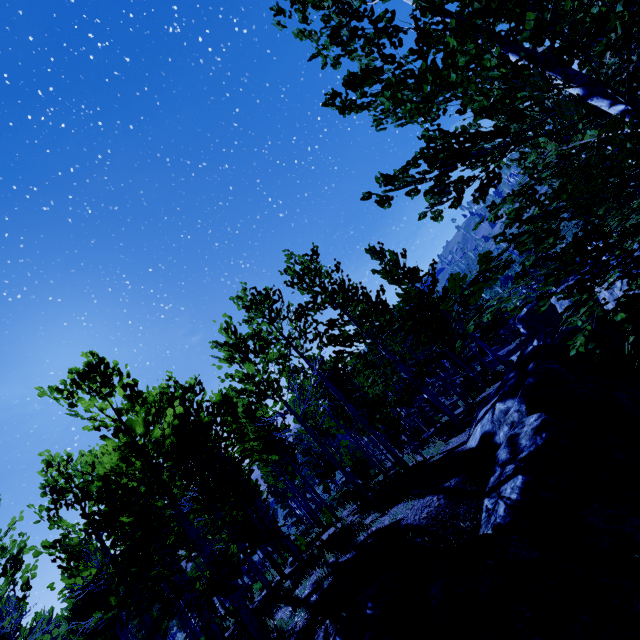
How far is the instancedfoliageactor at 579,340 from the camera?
2.4 meters

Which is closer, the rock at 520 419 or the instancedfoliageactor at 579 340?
the instancedfoliageactor at 579 340

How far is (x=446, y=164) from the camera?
3.3 meters

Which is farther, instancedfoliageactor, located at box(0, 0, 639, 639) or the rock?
the rock

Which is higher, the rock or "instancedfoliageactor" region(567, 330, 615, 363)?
"instancedfoliageactor" region(567, 330, 615, 363)

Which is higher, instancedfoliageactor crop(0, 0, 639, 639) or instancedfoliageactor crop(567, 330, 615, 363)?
instancedfoliageactor crop(567, 330, 615, 363)
